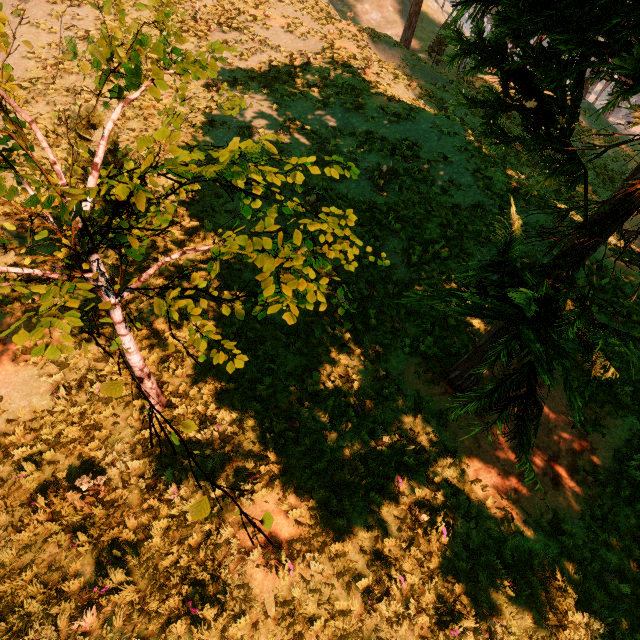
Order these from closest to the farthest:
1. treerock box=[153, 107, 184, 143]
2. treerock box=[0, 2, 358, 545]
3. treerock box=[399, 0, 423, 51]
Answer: treerock box=[153, 107, 184, 143]
treerock box=[0, 2, 358, 545]
treerock box=[399, 0, 423, 51]

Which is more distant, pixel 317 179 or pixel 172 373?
pixel 317 179

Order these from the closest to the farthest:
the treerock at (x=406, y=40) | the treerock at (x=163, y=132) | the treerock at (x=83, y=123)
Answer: the treerock at (x=163, y=132) < the treerock at (x=83, y=123) < the treerock at (x=406, y=40)

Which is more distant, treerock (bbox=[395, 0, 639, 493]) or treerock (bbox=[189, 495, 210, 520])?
treerock (bbox=[395, 0, 639, 493])

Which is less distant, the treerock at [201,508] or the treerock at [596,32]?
the treerock at [201,508]
